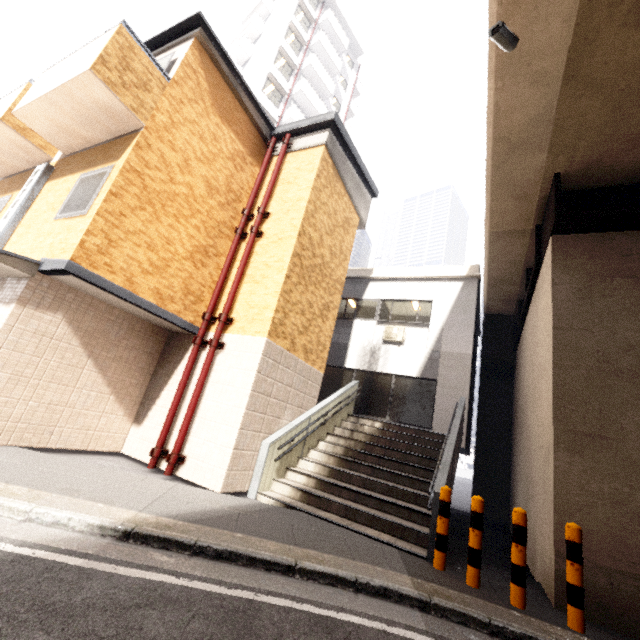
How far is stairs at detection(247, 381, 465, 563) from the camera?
5.6 meters

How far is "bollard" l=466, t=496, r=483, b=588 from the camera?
4.29m

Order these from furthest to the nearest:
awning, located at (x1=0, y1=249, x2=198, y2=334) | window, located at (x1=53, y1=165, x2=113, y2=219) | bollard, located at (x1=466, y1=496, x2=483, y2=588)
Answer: window, located at (x1=53, y1=165, x2=113, y2=219)
awning, located at (x1=0, y1=249, x2=198, y2=334)
bollard, located at (x1=466, y1=496, x2=483, y2=588)

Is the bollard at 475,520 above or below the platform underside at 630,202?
below

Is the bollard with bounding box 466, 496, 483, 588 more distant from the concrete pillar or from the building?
the building

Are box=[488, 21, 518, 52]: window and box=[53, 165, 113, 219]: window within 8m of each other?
yes

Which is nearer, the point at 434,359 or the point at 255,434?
the point at 255,434

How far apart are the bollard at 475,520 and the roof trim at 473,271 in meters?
8.7
